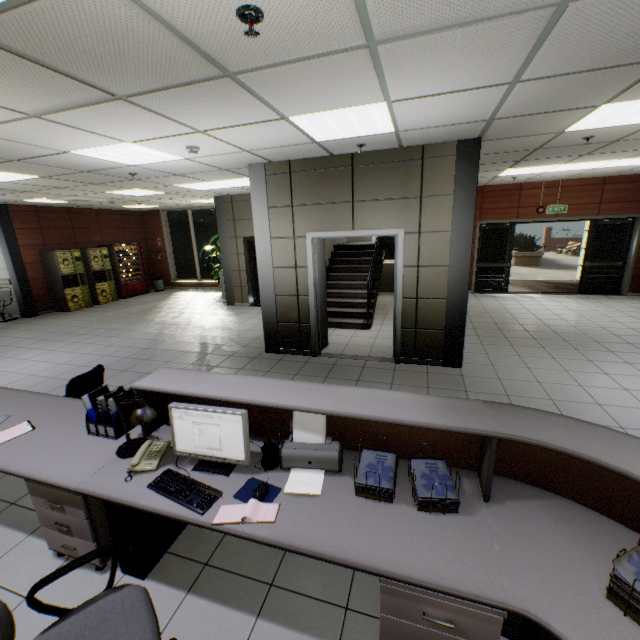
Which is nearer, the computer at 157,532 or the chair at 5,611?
the chair at 5,611

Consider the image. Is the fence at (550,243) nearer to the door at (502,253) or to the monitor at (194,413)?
the door at (502,253)

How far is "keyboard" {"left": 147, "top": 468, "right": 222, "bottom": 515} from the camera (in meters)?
1.75

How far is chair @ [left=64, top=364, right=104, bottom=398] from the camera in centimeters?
329cm

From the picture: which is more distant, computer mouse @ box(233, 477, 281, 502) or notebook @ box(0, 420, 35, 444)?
notebook @ box(0, 420, 35, 444)

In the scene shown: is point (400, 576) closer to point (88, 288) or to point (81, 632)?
point (81, 632)

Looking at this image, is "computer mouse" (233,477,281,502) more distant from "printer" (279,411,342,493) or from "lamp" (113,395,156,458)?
"lamp" (113,395,156,458)

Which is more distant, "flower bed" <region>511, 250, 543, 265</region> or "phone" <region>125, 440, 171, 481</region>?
"flower bed" <region>511, 250, 543, 265</region>
